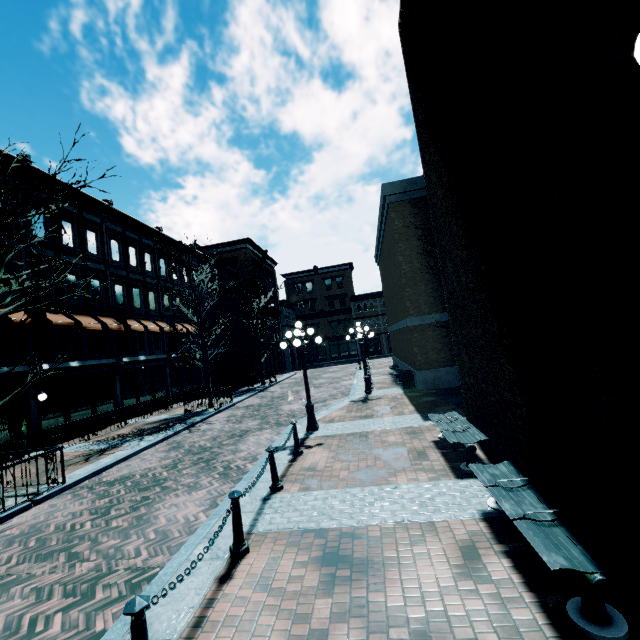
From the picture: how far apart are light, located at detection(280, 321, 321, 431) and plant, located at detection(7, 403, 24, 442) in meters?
11.5

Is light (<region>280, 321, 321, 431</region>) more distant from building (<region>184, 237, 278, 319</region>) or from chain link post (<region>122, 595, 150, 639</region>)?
building (<region>184, 237, 278, 319</region>)

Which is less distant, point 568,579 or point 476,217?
point 568,579

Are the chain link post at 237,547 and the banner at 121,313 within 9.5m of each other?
no

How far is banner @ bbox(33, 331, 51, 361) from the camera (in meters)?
14.53

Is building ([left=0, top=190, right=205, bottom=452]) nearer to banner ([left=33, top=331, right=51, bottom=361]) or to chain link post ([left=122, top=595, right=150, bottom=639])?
banner ([left=33, top=331, right=51, bottom=361])

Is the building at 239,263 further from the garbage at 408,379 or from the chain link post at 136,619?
the garbage at 408,379

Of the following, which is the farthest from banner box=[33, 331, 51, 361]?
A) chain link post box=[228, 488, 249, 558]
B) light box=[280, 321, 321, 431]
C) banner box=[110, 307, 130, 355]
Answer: chain link post box=[228, 488, 249, 558]
